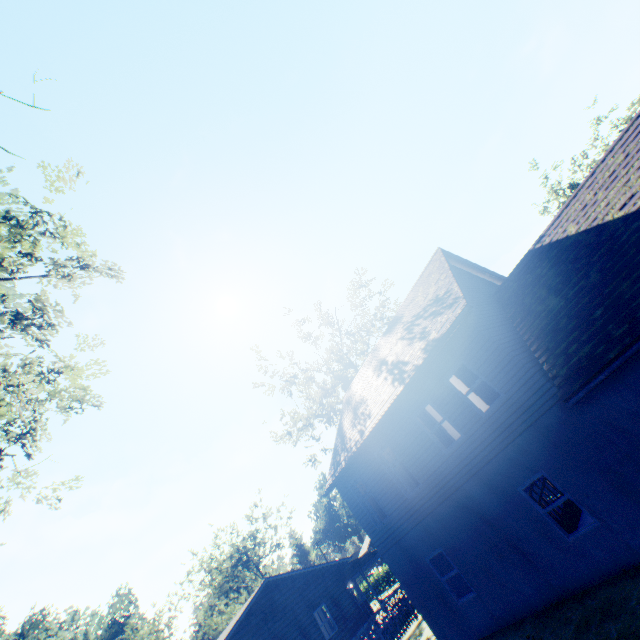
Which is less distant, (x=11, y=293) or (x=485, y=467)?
(x=485, y=467)

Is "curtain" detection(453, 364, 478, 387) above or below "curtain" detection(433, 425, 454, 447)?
above

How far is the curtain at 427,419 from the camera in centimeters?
1171cm

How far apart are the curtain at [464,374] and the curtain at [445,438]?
1.86m

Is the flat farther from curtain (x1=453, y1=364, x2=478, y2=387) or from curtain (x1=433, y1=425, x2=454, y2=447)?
curtain (x1=453, y1=364, x2=478, y2=387)

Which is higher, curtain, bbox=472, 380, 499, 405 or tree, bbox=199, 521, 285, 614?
tree, bbox=199, 521, 285, 614

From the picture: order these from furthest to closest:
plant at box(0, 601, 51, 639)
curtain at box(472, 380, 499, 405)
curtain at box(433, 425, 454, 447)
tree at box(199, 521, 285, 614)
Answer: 1. tree at box(199, 521, 285, 614)
2. plant at box(0, 601, 51, 639)
3. curtain at box(433, 425, 454, 447)
4. curtain at box(472, 380, 499, 405)
